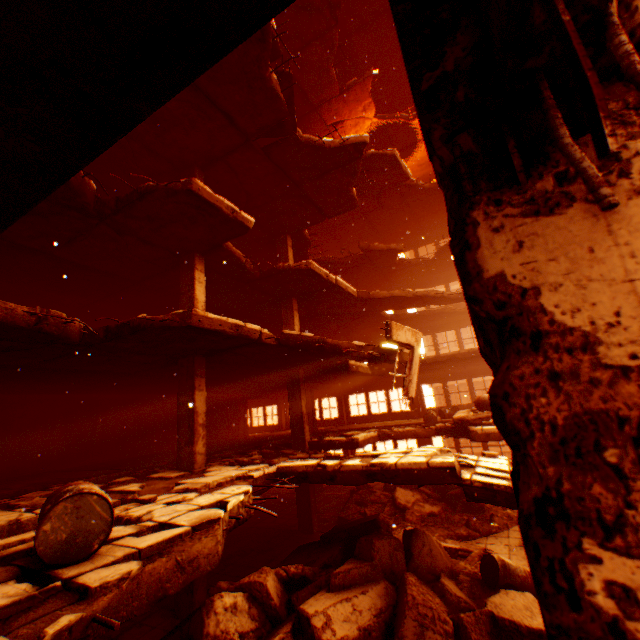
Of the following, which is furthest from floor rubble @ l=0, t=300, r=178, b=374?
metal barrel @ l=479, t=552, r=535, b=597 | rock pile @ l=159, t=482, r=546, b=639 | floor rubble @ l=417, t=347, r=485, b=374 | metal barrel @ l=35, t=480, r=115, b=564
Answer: metal barrel @ l=479, t=552, r=535, b=597

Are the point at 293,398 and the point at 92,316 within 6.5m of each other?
no

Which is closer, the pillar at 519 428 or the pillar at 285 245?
the pillar at 519 428

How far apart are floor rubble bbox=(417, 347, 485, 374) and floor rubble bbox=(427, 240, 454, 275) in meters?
5.7

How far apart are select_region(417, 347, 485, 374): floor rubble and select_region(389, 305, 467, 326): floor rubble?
2.82m

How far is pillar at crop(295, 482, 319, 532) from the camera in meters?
11.1

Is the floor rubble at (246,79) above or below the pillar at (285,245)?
above

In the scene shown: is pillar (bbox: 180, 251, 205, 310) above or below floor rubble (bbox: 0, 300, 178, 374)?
above
